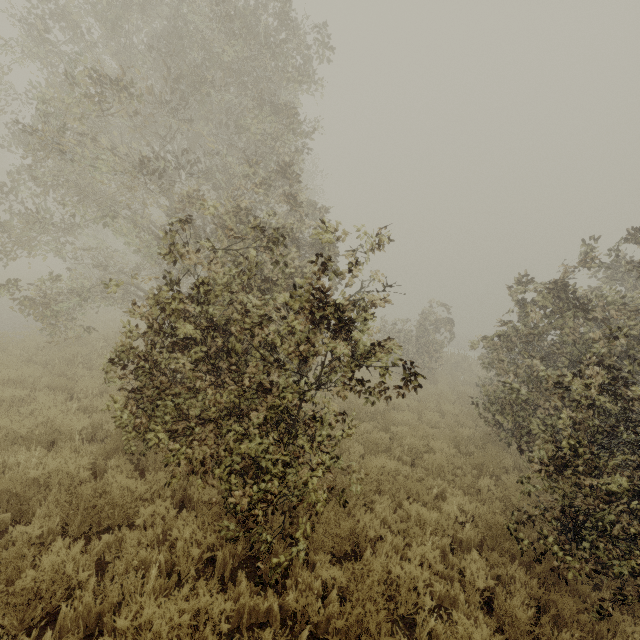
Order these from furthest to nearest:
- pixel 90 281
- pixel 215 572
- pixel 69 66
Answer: pixel 90 281 → pixel 69 66 → pixel 215 572
